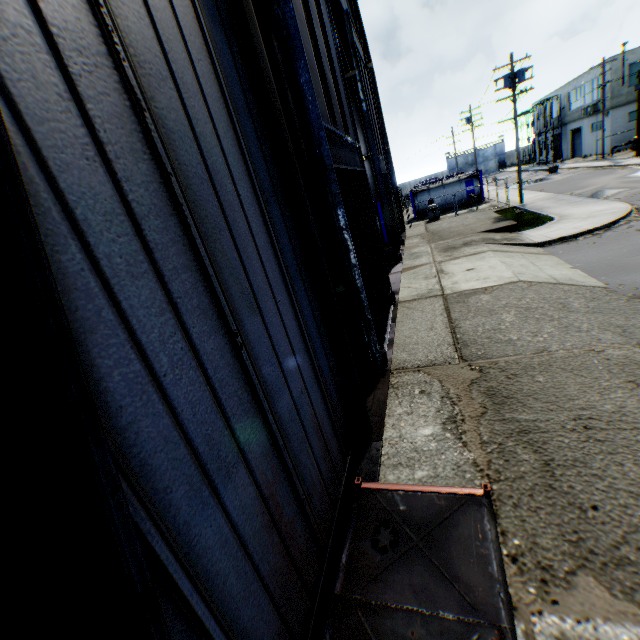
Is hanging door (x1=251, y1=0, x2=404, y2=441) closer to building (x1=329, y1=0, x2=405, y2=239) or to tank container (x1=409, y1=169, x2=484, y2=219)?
building (x1=329, y1=0, x2=405, y2=239)

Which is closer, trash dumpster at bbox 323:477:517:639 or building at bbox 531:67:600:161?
trash dumpster at bbox 323:477:517:639

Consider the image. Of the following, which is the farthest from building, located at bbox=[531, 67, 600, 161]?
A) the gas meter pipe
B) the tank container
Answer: the gas meter pipe

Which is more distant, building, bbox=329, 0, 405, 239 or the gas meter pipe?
the gas meter pipe

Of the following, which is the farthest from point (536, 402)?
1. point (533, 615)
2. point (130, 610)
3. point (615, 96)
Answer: point (615, 96)

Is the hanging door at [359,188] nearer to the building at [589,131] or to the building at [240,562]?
the building at [240,562]

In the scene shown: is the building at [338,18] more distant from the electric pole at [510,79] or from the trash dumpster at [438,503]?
the electric pole at [510,79]

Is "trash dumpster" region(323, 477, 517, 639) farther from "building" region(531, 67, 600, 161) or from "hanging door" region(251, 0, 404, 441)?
"building" region(531, 67, 600, 161)
